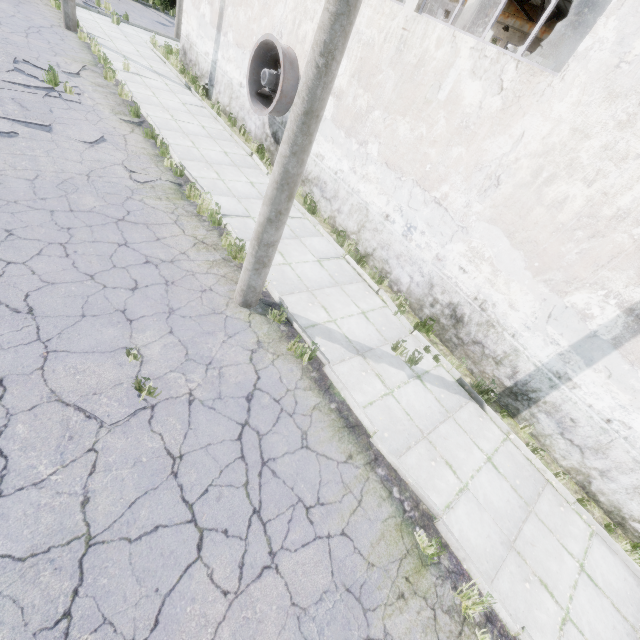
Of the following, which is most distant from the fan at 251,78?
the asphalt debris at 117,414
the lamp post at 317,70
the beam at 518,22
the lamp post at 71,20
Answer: the beam at 518,22

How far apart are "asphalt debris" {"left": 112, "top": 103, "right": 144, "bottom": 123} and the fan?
3.77m

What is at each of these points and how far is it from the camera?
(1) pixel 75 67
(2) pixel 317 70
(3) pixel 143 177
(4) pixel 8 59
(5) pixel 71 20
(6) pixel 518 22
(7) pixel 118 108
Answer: (1) asphalt debris, 11.2 meters
(2) lamp post, 3.9 meters
(3) asphalt debris, 8.1 meters
(4) asphalt debris, 9.6 meters
(5) lamp post, 13.5 meters
(6) beam, 17.9 meters
(7) asphalt debris, 10.2 meters

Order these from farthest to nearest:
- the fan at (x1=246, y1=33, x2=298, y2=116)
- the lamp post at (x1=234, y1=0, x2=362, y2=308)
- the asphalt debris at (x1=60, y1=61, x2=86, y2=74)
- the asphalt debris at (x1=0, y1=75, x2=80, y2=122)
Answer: the asphalt debris at (x1=60, y1=61, x2=86, y2=74)
the fan at (x1=246, y1=33, x2=298, y2=116)
the asphalt debris at (x1=0, y1=75, x2=80, y2=122)
the lamp post at (x1=234, y1=0, x2=362, y2=308)

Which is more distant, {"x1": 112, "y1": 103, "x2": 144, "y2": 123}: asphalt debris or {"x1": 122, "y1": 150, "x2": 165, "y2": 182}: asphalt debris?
{"x1": 112, "y1": 103, "x2": 144, "y2": 123}: asphalt debris

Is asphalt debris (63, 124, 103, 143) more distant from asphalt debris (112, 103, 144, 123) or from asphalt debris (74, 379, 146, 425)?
asphalt debris (74, 379, 146, 425)

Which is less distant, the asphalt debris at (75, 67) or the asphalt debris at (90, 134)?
the asphalt debris at (90, 134)

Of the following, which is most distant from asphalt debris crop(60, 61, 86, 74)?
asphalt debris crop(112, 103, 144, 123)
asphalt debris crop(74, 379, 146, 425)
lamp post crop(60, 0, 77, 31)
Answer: asphalt debris crop(74, 379, 146, 425)
